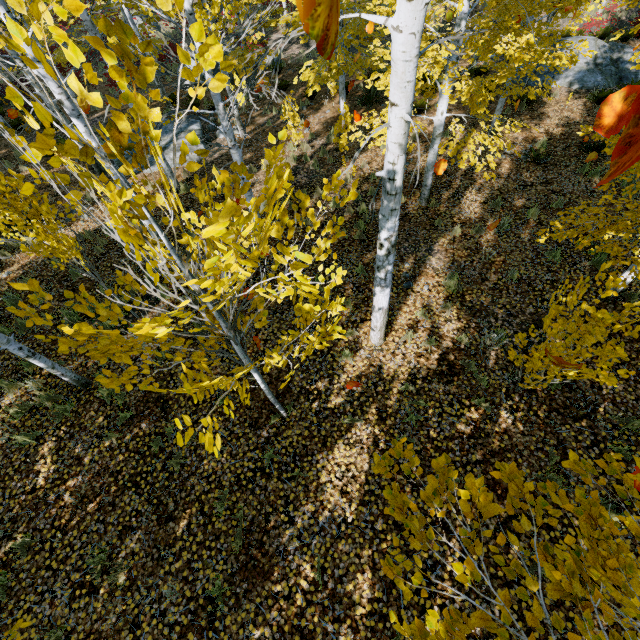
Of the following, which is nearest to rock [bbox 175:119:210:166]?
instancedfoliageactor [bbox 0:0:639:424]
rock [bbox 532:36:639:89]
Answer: instancedfoliageactor [bbox 0:0:639:424]

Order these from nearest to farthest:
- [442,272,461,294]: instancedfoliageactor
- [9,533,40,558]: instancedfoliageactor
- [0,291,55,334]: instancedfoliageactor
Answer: [0,291,55,334]: instancedfoliageactor → [9,533,40,558]: instancedfoliageactor → [442,272,461,294]: instancedfoliageactor

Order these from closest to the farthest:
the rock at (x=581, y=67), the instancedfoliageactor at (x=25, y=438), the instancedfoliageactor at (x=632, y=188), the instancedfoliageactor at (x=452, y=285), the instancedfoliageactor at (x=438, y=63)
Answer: the instancedfoliageactor at (x=438, y=63) → the instancedfoliageactor at (x=632, y=188) → the instancedfoliageactor at (x=25, y=438) → the instancedfoliageactor at (x=452, y=285) → the rock at (x=581, y=67)

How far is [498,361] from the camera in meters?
5.5 m

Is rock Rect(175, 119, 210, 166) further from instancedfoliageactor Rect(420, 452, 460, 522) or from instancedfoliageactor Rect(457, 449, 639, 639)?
instancedfoliageactor Rect(420, 452, 460, 522)

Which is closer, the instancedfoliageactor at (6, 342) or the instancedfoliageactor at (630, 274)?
the instancedfoliageactor at (630, 274)

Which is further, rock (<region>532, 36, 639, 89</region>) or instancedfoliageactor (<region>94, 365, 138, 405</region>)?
rock (<region>532, 36, 639, 89</region>)

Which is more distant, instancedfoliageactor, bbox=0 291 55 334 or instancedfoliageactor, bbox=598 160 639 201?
instancedfoliageactor, bbox=598 160 639 201
